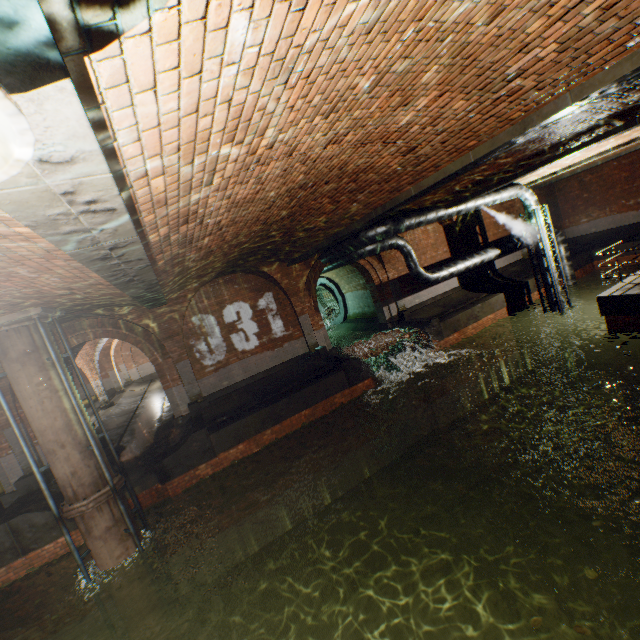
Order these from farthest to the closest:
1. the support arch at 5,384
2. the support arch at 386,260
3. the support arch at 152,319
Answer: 1. the support arch at 386,260
2. the support arch at 152,319
3. the support arch at 5,384

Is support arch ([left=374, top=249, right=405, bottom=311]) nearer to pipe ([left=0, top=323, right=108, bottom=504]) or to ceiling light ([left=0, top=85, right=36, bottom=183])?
pipe ([left=0, top=323, right=108, bottom=504])

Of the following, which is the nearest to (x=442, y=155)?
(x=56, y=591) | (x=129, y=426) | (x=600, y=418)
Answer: (x=600, y=418)

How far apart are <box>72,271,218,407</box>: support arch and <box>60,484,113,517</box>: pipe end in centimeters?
367cm

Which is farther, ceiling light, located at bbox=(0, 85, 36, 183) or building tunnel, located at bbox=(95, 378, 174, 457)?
building tunnel, located at bbox=(95, 378, 174, 457)

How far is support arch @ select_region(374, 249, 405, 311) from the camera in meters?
Result: 15.0 m

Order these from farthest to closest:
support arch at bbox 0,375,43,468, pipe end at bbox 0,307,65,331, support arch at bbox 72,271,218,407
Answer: support arch at bbox 72,271,218,407 → support arch at bbox 0,375,43,468 → pipe end at bbox 0,307,65,331

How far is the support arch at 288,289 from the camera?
11.9 meters
